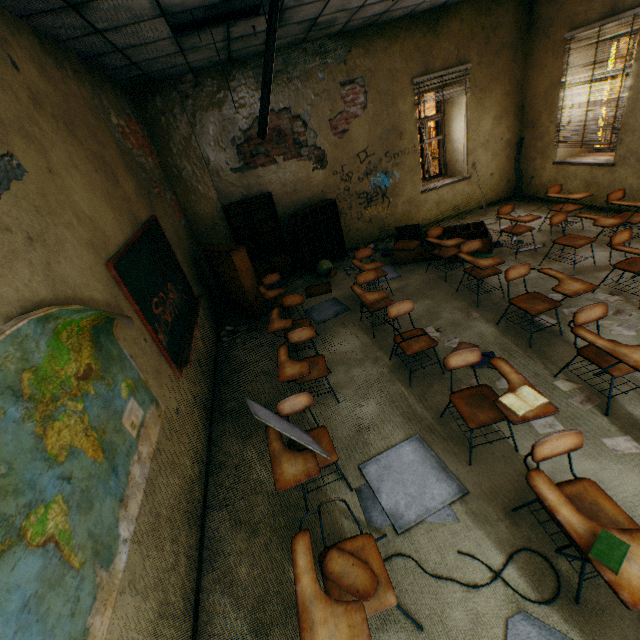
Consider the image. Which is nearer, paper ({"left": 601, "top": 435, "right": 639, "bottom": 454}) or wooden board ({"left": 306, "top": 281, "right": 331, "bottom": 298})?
paper ({"left": 601, "top": 435, "right": 639, "bottom": 454})

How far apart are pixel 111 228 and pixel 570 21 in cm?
832

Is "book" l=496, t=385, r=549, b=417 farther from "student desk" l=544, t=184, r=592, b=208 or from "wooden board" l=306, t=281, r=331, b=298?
"student desk" l=544, t=184, r=592, b=208

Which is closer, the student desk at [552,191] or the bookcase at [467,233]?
the student desk at [552,191]

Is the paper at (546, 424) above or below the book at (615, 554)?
below

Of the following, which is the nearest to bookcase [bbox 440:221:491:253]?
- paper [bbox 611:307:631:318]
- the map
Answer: paper [bbox 611:307:631:318]

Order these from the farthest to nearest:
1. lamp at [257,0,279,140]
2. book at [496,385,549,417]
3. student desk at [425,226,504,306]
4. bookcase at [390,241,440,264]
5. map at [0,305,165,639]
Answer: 1. bookcase at [390,241,440,264]
2. student desk at [425,226,504,306]
3. lamp at [257,0,279,140]
4. book at [496,385,549,417]
5. map at [0,305,165,639]

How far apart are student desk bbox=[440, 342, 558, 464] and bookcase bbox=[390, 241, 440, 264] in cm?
366
